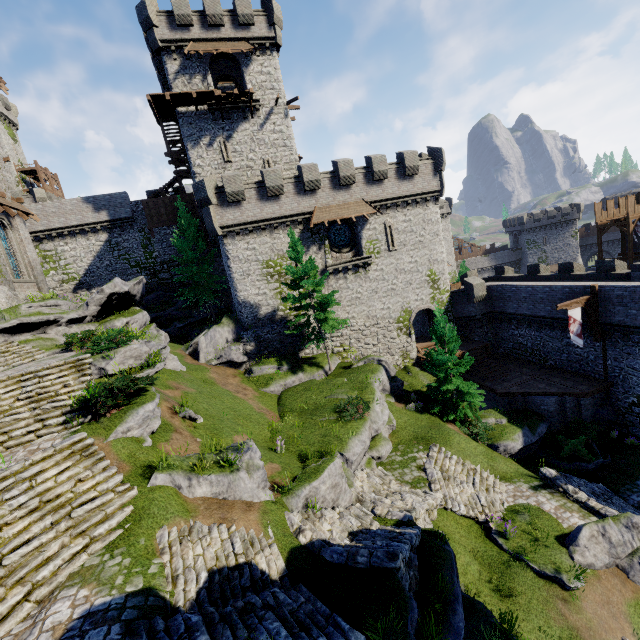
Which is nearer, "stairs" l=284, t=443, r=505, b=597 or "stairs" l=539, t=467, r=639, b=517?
"stairs" l=284, t=443, r=505, b=597

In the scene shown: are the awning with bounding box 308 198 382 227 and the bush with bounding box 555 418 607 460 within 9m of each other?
no

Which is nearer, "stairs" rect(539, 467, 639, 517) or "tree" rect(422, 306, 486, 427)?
"stairs" rect(539, 467, 639, 517)

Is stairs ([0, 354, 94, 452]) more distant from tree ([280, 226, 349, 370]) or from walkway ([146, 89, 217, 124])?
walkway ([146, 89, 217, 124])

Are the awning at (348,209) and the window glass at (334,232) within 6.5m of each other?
yes

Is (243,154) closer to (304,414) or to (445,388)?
(304,414)

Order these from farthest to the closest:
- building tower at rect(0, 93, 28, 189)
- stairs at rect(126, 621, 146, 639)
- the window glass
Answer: building tower at rect(0, 93, 28, 189)
the window glass
stairs at rect(126, 621, 146, 639)

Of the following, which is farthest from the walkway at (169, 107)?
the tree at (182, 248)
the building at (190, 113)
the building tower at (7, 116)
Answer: the building tower at (7, 116)
